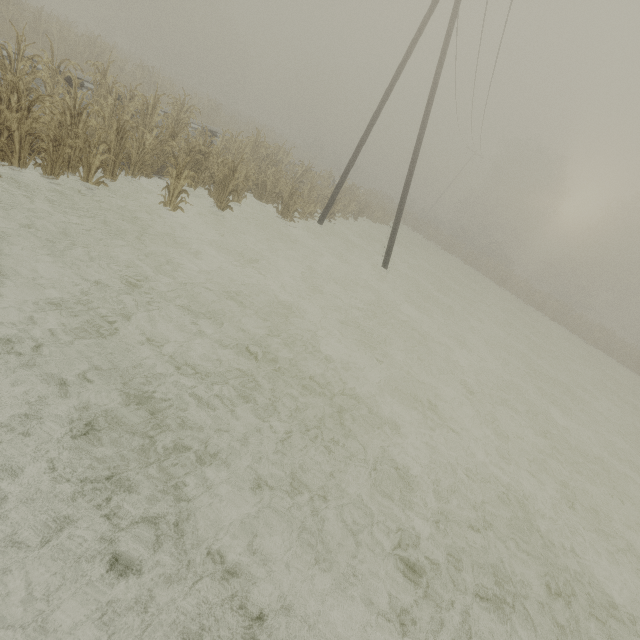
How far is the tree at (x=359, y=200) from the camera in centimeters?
1783cm

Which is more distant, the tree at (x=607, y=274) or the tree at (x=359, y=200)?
the tree at (x=607, y=274)

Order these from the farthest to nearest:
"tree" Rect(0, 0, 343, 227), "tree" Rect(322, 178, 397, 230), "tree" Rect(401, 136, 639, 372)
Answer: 1. "tree" Rect(401, 136, 639, 372)
2. "tree" Rect(322, 178, 397, 230)
3. "tree" Rect(0, 0, 343, 227)

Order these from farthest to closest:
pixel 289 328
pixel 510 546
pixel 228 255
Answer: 1. pixel 228 255
2. pixel 289 328
3. pixel 510 546

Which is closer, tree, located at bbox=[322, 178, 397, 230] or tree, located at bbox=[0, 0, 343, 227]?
tree, located at bbox=[0, 0, 343, 227]

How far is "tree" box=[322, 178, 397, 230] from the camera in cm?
1783
